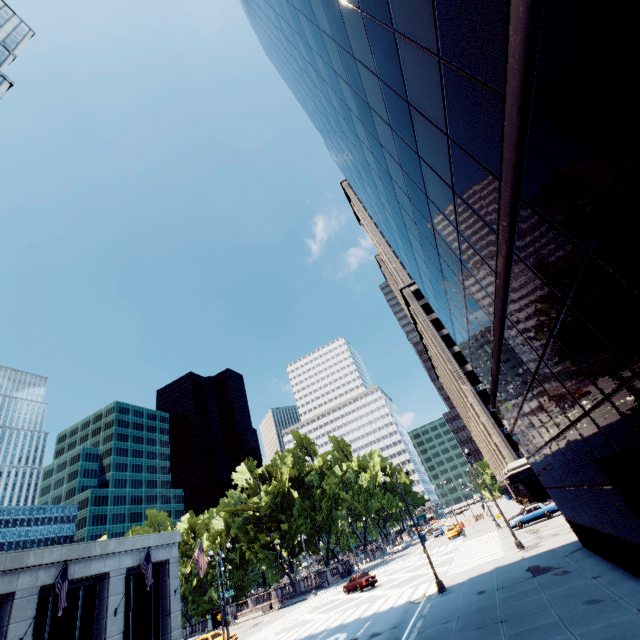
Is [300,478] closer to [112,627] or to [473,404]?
[473,404]

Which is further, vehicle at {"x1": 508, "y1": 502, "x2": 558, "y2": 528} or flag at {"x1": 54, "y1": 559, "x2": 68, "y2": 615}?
vehicle at {"x1": 508, "y1": 502, "x2": 558, "y2": 528}

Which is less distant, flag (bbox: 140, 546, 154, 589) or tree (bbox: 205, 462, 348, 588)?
flag (bbox: 140, 546, 154, 589)

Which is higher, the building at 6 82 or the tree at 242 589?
the building at 6 82

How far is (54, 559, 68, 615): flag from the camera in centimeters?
1809cm

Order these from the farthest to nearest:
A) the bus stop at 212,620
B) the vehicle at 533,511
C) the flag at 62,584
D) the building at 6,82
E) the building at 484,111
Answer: the bus stop at 212,620 → the building at 6,82 → the vehicle at 533,511 → the flag at 62,584 → the building at 484,111

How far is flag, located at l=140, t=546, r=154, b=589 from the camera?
22.8 meters

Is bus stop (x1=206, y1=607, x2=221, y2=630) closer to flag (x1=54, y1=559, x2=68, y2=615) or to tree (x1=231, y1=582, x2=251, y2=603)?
tree (x1=231, y1=582, x2=251, y2=603)
